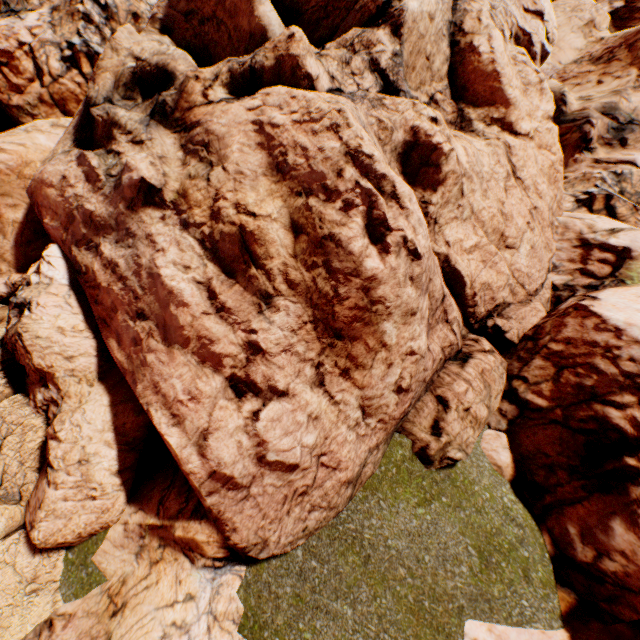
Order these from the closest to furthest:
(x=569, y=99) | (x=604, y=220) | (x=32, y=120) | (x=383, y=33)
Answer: (x=383, y=33) < (x=604, y=220) < (x=569, y=99) < (x=32, y=120)
